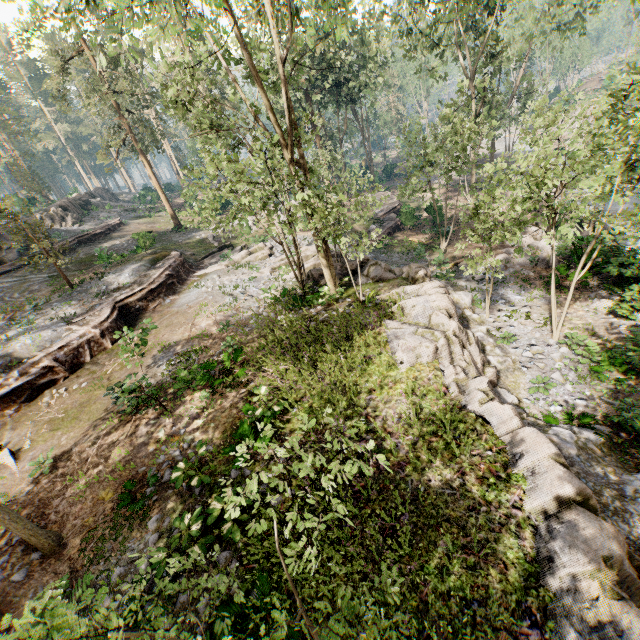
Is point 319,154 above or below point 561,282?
above

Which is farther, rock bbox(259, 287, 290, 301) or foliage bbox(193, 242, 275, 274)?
foliage bbox(193, 242, 275, 274)

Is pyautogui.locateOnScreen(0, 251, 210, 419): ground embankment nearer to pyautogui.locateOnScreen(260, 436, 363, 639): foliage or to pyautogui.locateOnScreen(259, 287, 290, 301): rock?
pyautogui.locateOnScreen(260, 436, 363, 639): foliage

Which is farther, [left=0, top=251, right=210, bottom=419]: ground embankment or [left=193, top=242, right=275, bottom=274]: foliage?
[left=193, top=242, right=275, bottom=274]: foliage

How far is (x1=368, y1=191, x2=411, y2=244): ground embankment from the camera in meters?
28.6 m

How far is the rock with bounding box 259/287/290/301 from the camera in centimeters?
1766cm

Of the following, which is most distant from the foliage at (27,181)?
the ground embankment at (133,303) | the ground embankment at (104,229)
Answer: the ground embankment at (104,229)

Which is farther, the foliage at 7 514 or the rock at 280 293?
the rock at 280 293
